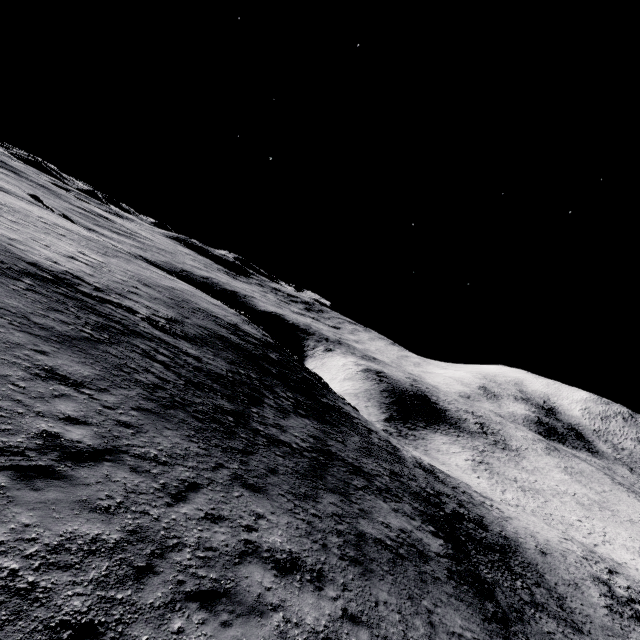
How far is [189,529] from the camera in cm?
718
